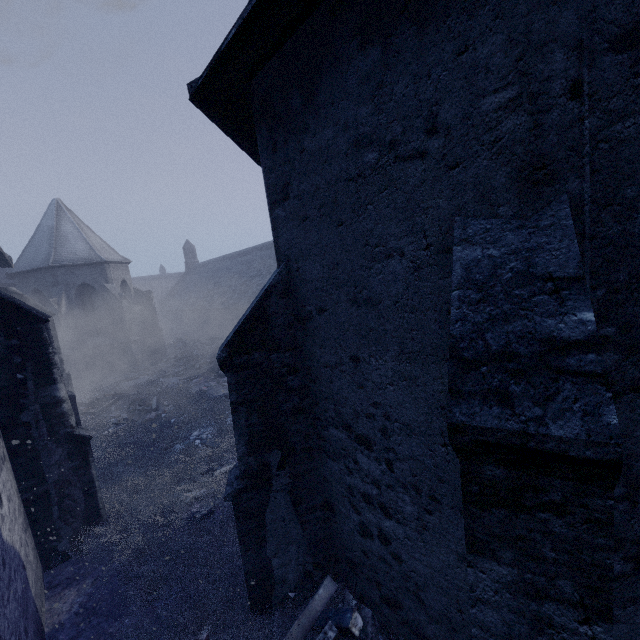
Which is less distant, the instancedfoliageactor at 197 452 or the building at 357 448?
the building at 357 448

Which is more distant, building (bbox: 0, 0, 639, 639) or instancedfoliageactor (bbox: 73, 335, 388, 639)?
instancedfoliageactor (bbox: 73, 335, 388, 639)

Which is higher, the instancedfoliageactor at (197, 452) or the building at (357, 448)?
the building at (357, 448)

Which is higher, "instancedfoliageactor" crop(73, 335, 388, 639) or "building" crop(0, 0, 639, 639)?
"building" crop(0, 0, 639, 639)

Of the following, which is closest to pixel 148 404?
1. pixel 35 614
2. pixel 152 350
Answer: pixel 35 614
